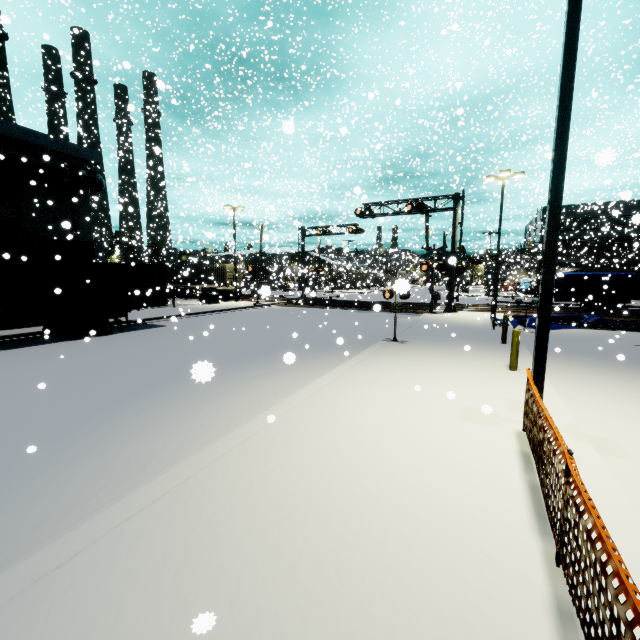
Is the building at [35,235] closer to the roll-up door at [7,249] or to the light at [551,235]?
the roll-up door at [7,249]

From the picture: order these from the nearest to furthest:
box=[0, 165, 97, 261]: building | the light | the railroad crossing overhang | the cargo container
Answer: the light → the cargo container → box=[0, 165, 97, 261]: building → the railroad crossing overhang

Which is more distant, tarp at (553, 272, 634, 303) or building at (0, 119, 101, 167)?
tarp at (553, 272, 634, 303)

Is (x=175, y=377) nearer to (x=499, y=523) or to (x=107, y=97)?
(x=499, y=523)

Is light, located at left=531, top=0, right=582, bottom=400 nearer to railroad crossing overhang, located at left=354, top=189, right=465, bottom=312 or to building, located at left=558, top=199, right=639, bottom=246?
building, located at left=558, top=199, right=639, bottom=246

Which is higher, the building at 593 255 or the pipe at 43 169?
the pipe at 43 169

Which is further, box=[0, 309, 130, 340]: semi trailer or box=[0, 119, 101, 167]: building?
box=[0, 119, 101, 167]: building

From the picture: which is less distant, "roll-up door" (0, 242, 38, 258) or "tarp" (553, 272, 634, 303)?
"roll-up door" (0, 242, 38, 258)
